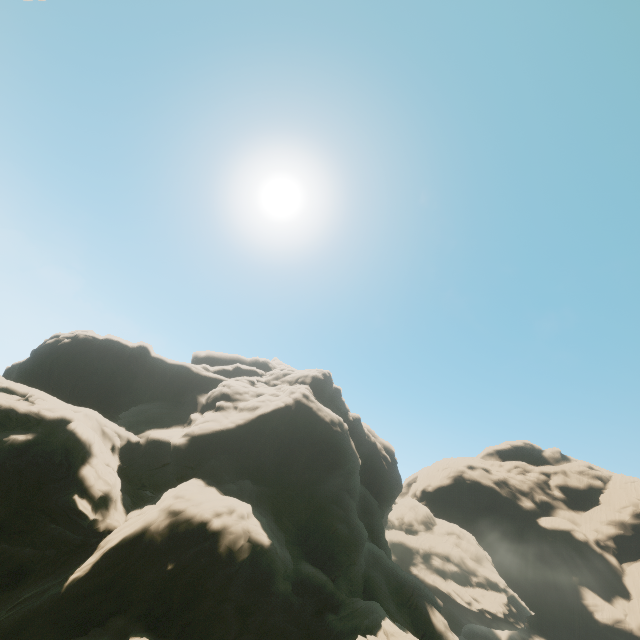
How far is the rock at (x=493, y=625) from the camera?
58.5m

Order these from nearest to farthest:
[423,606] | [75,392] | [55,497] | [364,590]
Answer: [55,497]
[364,590]
[423,606]
[75,392]

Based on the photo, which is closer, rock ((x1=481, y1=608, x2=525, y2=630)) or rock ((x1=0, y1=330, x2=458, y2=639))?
rock ((x1=0, y1=330, x2=458, y2=639))

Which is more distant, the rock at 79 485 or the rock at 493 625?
the rock at 493 625

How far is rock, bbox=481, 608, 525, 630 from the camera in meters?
58.5
